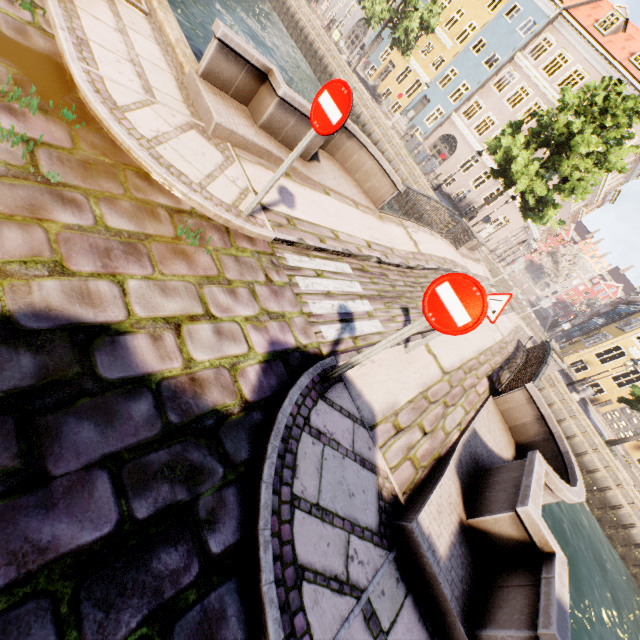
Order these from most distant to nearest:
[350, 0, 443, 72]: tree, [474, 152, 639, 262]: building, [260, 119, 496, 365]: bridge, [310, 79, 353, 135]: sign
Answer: [474, 152, 639, 262]: building, [350, 0, 443, 72]: tree, [260, 119, 496, 365]: bridge, [310, 79, 353, 135]: sign

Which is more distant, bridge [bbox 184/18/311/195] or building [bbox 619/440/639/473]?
building [bbox 619/440/639/473]

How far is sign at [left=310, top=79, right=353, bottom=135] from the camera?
A: 3.28m

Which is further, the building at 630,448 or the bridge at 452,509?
the building at 630,448

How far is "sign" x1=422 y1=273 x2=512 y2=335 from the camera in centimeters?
265cm

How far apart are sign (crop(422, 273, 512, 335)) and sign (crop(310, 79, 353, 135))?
1.9 meters

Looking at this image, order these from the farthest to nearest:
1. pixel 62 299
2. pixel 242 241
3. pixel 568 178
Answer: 1. pixel 568 178
2. pixel 242 241
3. pixel 62 299

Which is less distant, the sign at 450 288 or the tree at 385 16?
the sign at 450 288
